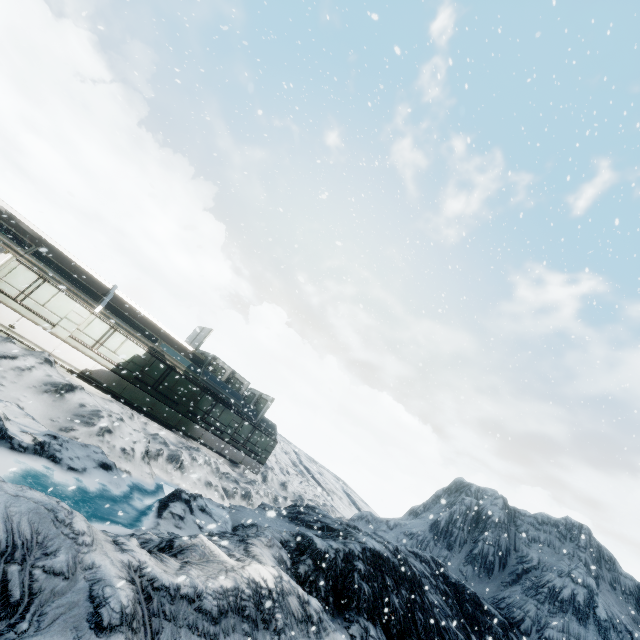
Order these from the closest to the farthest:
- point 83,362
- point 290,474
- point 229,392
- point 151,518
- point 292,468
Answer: point 151,518 → point 83,362 → point 229,392 → point 290,474 → point 292,468
